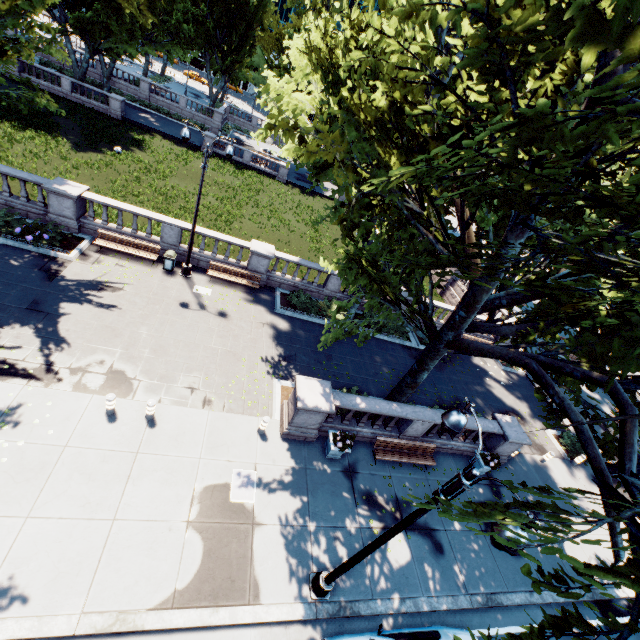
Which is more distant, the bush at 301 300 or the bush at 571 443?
the bush at 301 300

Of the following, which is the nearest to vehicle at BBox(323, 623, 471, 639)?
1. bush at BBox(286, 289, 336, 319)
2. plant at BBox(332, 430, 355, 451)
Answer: plant at BBox(332, 430, 355, 451)

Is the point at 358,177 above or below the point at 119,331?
above

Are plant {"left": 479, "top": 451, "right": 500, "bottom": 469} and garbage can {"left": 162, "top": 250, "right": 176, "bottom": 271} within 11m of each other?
no

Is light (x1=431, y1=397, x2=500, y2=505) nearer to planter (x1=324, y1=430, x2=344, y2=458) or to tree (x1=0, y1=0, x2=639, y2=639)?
tree (x1=0, y1=0, x2=639, y2=639)

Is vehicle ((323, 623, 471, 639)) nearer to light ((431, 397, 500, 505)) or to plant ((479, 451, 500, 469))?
light ((431, 397, 500, 505))

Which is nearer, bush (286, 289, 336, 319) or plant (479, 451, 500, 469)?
plant (479, 451, 500, 469)

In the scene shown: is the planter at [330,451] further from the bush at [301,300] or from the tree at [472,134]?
the bush at [301,300]
